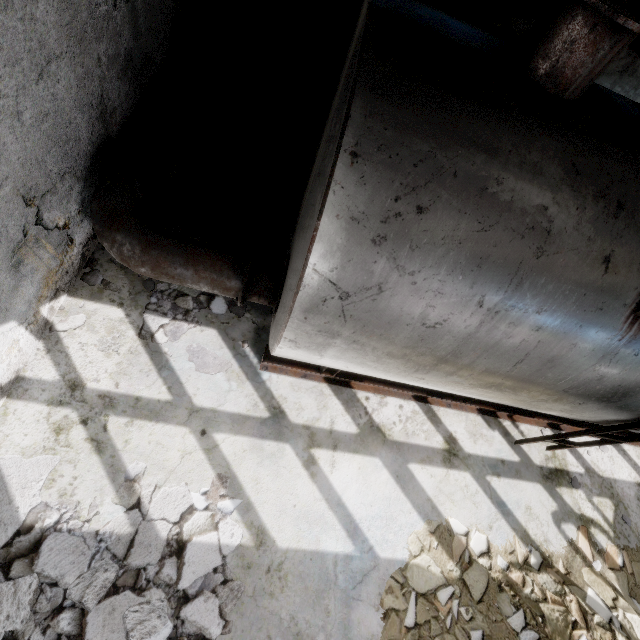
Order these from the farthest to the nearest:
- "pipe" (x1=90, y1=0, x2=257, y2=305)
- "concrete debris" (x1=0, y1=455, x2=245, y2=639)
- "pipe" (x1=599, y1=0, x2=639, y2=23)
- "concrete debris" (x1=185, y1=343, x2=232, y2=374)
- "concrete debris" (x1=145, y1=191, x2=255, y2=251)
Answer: "concrete debris" (x1=145, y1=191, x2=255, y2=251) → "concrete debris" (x1=185, y1=343, x2=232, y2=374) → "pipe" (x1=90, y1=0, x2=257, y2=305) → "concrete debris" (x1=0, y1=455, x2=245, y2=639) → "pipe" (x1=599, y1=0, x2=639, y2=23)

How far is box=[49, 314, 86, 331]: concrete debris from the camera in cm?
410

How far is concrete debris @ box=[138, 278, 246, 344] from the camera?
4.4 meters

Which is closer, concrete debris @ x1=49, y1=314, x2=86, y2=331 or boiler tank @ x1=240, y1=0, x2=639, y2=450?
boiler tank @ x1=240, y1=0, x2=639, y2=450

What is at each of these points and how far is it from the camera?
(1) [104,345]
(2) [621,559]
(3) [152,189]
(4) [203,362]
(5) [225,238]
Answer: (1) concrete debris, 4.2 meters
(2) concrete debris, 4.9 meters
(3) pipe, 4.2 meters
(4) concrete debris, 4.4 meters
(5) concrete debris, 5.2 meters

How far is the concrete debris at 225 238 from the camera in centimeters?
500cm

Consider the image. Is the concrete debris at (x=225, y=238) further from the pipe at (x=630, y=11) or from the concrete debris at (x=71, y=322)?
the pipe at (x=630, y=11)
